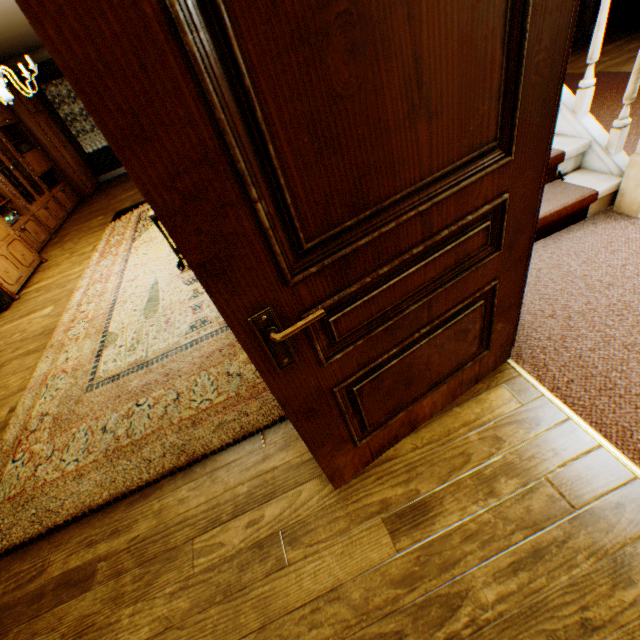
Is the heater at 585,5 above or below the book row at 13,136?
below

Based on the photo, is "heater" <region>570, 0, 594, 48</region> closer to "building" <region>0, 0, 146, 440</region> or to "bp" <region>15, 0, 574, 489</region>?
"building" <region>0, 0, 146, 440</region>

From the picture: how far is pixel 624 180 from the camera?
2.4m

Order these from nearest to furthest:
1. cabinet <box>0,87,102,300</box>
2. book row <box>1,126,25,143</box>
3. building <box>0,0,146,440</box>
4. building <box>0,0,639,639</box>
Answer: building <box>0,0,639,639</box>
building <box>0,0,146,440</box>
cabinet <box>0,87,102,300</box>
book row <box>1,126,25,143</box>

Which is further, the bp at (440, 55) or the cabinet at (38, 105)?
the cabinet at (38, 105)

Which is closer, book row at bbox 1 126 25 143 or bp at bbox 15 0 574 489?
bp at bbox 15 0 574 489

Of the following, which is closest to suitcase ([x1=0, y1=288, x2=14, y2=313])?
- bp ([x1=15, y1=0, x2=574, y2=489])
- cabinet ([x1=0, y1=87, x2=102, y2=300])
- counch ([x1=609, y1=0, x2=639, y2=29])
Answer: cabinet ([x1=0, y1=87, x2=102, y2=300])

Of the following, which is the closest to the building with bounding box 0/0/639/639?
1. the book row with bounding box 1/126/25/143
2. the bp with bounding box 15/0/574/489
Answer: the bp with bounding box 15/0/574/489
